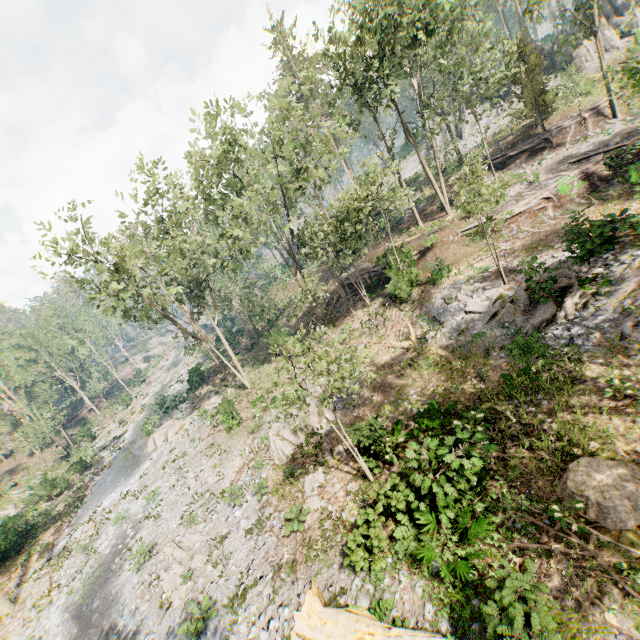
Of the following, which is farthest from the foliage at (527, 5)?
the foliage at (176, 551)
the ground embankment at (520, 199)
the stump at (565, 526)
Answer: the stump at (565, 526)

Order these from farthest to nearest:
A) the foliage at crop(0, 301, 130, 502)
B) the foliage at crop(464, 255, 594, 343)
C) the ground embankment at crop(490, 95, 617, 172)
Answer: the foliage at crop(0, 301, 130, 502)
the ground embankment at crop(490, 95, 617, 172)
the foliage at crop(464, 255, 594, 343)

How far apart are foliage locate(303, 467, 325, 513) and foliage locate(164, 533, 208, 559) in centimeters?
466cm

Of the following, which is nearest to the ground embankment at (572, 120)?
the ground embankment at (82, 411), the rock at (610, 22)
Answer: the rock at (610, 22)

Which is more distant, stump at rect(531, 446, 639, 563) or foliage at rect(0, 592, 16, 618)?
foliage at rect(0, 592, 16, 618)

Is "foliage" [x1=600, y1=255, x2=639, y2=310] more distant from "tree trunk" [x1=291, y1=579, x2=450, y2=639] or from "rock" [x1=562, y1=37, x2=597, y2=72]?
"tree trunk" [x1=291, y1=579, x2=450, y2=639]

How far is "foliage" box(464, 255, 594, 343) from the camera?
14.16m

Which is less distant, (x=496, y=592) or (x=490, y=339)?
(x=496, y=592)
